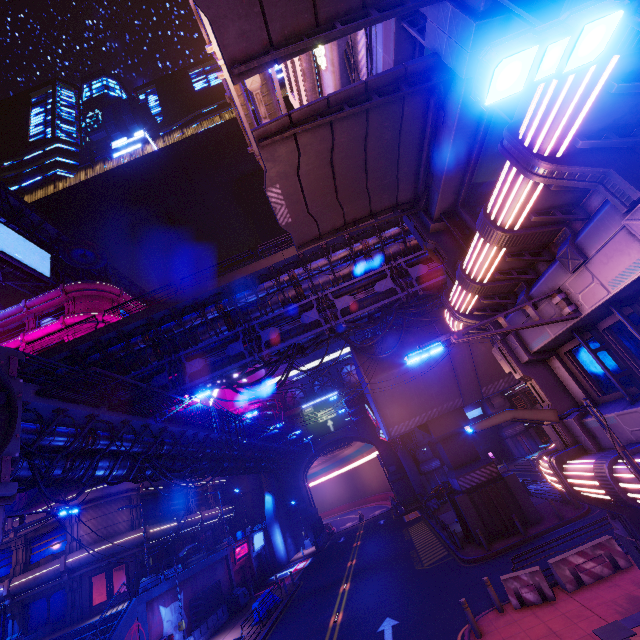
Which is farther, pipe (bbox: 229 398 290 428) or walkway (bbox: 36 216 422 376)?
pipe (bbox: 229 398 290 428)

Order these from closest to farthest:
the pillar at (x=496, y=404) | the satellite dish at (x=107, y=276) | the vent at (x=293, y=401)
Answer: the satellite dish at (x=107, y=276) → the pillar at (x=496, y=404) → the vent at (x=293, y=401)

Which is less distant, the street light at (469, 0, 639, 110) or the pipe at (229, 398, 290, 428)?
the street light at (469, 0, 639, 110)

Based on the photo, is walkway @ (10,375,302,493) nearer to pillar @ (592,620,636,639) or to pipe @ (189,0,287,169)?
pipe @ (189,0,287,169)

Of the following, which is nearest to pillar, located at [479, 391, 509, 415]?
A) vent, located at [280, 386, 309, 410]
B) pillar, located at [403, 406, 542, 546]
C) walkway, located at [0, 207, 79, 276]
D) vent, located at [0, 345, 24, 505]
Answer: pillar, located at [403, 406, 542, 546]

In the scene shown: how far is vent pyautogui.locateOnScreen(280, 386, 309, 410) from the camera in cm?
5563

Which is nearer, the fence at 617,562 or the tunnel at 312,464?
the fence at 617,562

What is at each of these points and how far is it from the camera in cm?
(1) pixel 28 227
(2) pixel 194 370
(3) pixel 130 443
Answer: (1) walkway, 3966
(2) pipe, 1955
(3) walkway, 1623
